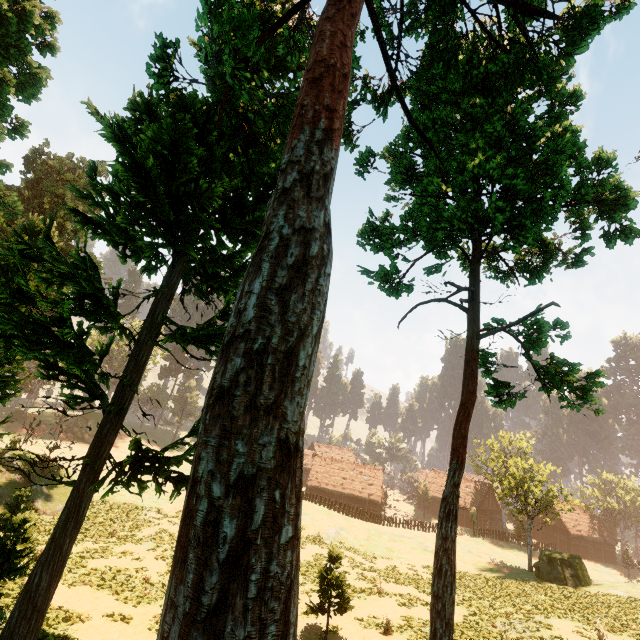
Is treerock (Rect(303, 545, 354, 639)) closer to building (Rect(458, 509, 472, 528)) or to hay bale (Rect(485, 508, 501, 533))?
building (Rect(458, 509, 472, 528))

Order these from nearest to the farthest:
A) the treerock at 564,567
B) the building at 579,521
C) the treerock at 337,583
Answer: the treerock at 337,583
the treerock at 564,567
the building at 579,521

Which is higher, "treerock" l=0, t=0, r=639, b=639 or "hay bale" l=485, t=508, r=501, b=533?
"treerock" l=0, t=0, r=639, b=639

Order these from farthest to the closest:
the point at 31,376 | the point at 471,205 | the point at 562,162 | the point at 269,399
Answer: the point at 31,376 < the point at 471,205 < the point at 562,162 < the point at 269,399

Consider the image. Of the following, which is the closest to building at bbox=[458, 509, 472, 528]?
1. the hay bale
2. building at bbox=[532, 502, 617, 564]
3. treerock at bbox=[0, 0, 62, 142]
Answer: treerock at bbox=[0, 0, 62, 142]

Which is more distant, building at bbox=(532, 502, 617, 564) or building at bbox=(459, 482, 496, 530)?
building at bbox=(459, 482, 496, 530)

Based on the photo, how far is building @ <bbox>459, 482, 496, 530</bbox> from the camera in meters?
56.4 m

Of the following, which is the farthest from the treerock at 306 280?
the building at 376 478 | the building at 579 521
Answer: the building at 579 521
